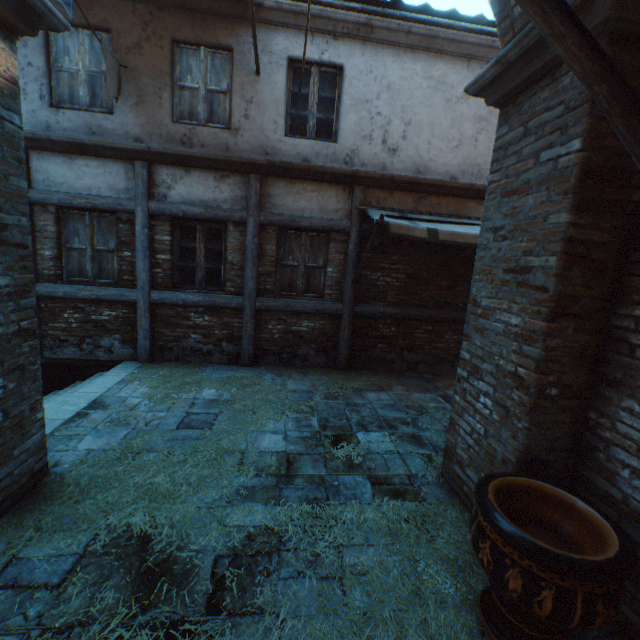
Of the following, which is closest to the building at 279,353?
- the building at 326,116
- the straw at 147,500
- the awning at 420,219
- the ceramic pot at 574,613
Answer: the straw at 147,500

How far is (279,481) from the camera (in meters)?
3.27

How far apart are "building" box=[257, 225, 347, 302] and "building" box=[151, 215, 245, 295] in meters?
0.3

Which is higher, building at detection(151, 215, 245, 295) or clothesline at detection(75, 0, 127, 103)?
clothesline at detection(75, 0, 127, 103)

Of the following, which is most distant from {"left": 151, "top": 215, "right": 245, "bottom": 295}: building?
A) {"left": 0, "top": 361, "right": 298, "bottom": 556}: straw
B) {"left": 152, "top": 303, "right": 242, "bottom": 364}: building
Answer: {"left": 0, "top": 361, "right": 298, "bottom": 556}: straw

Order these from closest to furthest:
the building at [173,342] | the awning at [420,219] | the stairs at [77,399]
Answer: the stairs at [77,399] → the awning at [420,219] → the building at [173,342]

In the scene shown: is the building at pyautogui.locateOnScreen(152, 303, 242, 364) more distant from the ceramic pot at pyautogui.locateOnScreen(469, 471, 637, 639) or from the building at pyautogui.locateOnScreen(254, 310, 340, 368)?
the ceramic pot at pyautogui.locateOnScreen(469, 471, 637, 639)

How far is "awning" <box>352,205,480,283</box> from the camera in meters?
4.9
